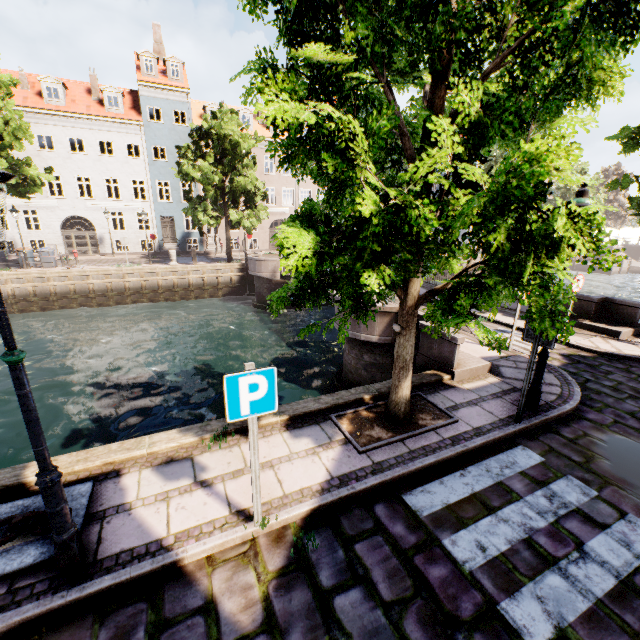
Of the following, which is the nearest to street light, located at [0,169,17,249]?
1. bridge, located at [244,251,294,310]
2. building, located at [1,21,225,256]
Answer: bridge, located at [244,251,294,310]

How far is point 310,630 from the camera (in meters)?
2.77

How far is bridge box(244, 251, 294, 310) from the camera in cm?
2005

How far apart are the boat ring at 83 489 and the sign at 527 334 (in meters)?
6.50

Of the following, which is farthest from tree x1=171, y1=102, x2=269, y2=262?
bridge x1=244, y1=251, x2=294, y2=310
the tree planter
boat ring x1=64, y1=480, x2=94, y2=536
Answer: boat ring x1=64, y1=480, x2=94, y2=536

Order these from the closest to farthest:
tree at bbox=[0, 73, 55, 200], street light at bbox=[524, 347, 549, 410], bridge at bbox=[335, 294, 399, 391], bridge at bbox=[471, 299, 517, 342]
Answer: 1. street light at bbox=[524, 347, 549, 410]
2. bridge at bbox=[335, 294, 399, 391]
3. bridge at bbox=[471, 299, 517, 342]
4. tree at bbox=[0, 73, 55, 200]

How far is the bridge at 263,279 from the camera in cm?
2005

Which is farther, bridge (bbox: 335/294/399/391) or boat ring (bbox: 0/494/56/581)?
bridge (bbox: 335/294/399/391)
